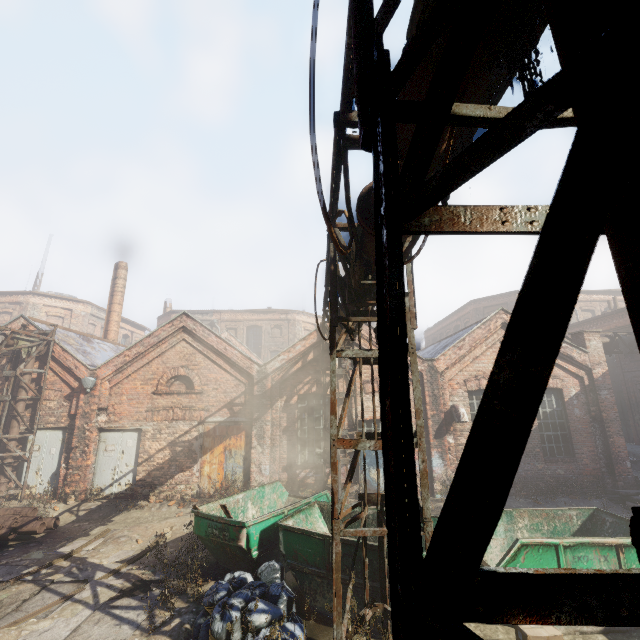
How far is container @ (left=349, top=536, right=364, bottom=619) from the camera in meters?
5.6 m

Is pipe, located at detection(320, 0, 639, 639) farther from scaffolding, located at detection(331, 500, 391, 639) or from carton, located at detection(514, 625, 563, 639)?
carton, located at detection(514, 625, 563, 639)

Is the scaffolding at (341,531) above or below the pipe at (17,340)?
below

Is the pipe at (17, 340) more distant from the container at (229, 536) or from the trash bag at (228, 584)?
the trash bag at (228, 584)

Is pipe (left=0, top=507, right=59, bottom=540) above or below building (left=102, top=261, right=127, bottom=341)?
below

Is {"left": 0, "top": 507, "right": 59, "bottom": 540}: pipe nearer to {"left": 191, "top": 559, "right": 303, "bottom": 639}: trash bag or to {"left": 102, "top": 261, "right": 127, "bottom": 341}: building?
{"left": 191, "top": 559, "right": 303, "bottom": 639}: trash bag

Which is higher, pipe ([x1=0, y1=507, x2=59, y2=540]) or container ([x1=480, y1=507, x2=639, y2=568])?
container ([x1=480, y1=507, x2=639, y2=568])

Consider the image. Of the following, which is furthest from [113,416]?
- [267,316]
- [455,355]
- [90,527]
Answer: [267,316]
